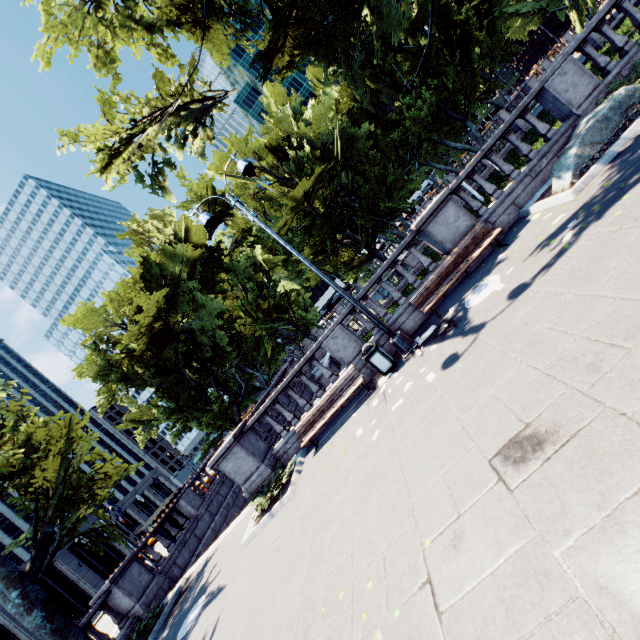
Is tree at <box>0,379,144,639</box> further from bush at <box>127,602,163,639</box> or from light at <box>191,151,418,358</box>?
light at <box>191,151,418,358</box>

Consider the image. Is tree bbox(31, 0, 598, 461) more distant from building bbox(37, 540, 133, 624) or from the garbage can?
building bbox(37, 540, 133, 624)

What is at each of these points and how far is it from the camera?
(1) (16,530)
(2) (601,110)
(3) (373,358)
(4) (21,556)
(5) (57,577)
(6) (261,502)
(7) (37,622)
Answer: (1) building, 55.4 meters
(2) rock, 7.6 meters
(3) garbage can, 9.3 meters
(4) building, 53.4 meters
(5) building, 36.6 meters
(6) bush, 10.0 meters
(7) tree, 9.5 meters

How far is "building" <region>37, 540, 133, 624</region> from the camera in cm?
3544

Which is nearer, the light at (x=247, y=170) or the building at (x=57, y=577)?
the light at (x=247, y=170)

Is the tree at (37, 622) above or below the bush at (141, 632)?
above

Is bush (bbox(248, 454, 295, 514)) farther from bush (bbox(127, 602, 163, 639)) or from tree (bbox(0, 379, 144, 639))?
tree (bbox(0, 379, 144, 639))

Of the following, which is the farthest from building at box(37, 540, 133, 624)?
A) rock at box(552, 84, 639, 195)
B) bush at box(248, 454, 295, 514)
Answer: rock at box(552, 84, 639, 195)
